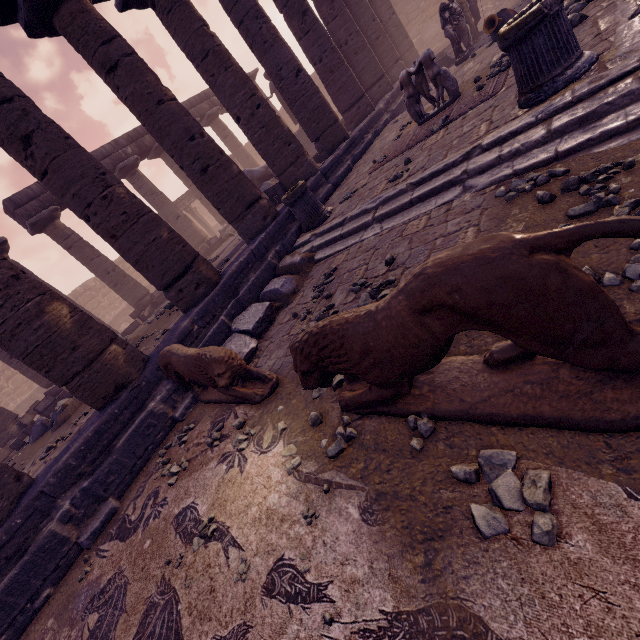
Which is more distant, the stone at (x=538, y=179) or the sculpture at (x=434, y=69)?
the sculpture at (x=434, y=69)

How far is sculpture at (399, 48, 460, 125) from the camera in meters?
6.4 m

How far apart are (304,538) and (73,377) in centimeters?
439cm

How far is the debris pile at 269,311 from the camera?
5.19m

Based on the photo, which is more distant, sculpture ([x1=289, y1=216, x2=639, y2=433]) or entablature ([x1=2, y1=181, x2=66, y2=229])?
entablature ([x1=2, y1=181, x2=66, y2=229])

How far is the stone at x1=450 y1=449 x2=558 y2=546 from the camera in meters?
1.3 m

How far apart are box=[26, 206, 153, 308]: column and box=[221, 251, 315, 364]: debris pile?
10.7 meters

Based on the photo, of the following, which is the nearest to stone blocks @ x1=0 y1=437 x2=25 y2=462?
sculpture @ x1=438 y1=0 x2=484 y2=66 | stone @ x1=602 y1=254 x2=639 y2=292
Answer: stone @ x1=602 y1=254 x2=639 y2=292
